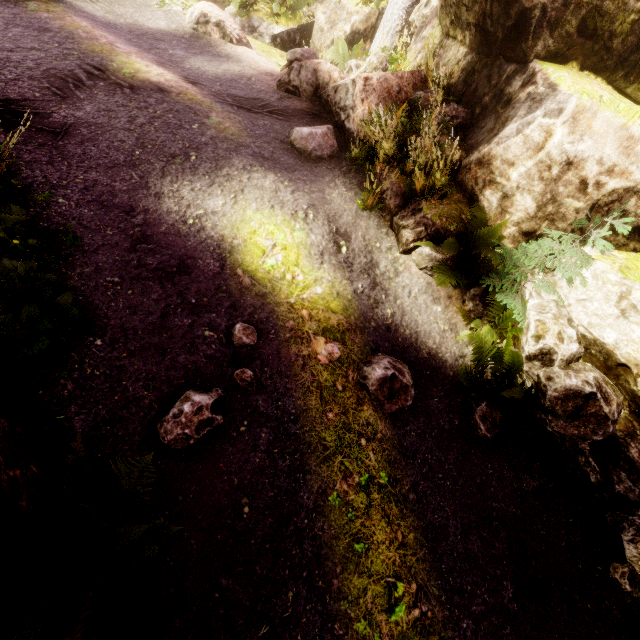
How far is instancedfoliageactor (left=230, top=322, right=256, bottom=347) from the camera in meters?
4.1

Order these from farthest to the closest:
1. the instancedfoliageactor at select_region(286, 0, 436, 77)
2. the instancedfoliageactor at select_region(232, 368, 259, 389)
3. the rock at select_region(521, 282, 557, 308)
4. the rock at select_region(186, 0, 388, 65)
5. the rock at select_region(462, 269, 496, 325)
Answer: the rock at select_region(186, 0, 388, 65), the instancedfoliageactor at select_region(286, 0, 436, 77), the rock at select_region(462, 269, 496, 325), the rock at select_region(521, 282, 557, 308), the instancedfoliageactor at select_region(232, 368, 259, 389)

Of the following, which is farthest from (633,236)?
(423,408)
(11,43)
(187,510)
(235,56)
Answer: (11,43)

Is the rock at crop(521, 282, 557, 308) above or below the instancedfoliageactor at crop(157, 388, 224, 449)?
above

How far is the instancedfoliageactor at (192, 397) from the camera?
3.34m

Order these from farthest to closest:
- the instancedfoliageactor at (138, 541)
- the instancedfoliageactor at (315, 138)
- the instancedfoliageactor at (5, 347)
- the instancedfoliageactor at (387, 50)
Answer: the instancedfoliageactor at (387, 50)
the instancedfoliageactor at (315, 138)
the instancedfoliageactor at (5, 347)
the instancedfoliageactor at (138, 541)
